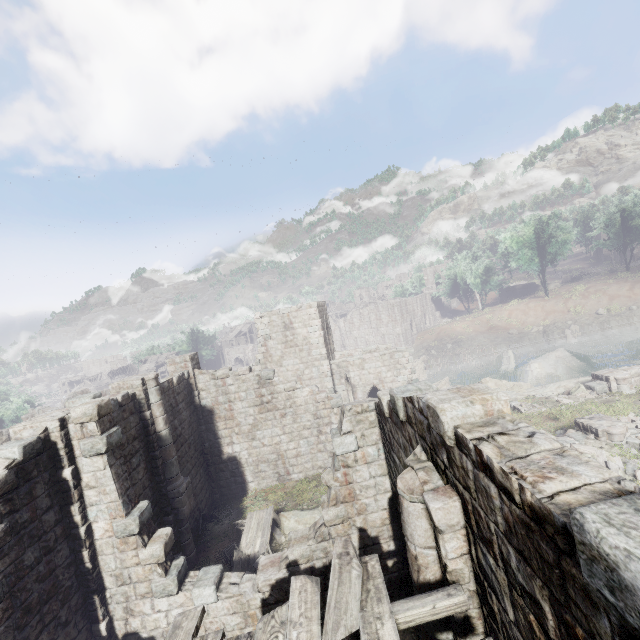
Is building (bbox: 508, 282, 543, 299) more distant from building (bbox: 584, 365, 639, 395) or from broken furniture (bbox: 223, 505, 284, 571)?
building (bbox: 584, 365, 639, 395)

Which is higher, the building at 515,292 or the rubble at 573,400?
the building at 515,292

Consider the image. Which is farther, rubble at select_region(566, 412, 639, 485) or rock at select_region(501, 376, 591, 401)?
rock at select_region(501, 376, 591, 401)

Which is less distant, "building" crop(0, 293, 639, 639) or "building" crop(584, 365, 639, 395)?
"building" crop(0, 293, 639, 639)

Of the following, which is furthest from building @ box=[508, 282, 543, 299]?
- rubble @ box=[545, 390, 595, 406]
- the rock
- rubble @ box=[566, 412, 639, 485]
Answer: rubble @ box=[545, 390, 595, 406]

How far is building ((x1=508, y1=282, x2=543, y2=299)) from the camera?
56.3 meters

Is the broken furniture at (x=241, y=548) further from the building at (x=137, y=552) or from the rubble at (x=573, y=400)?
the rubble at (x=573, y=400)

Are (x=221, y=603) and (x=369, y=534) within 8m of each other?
yes
